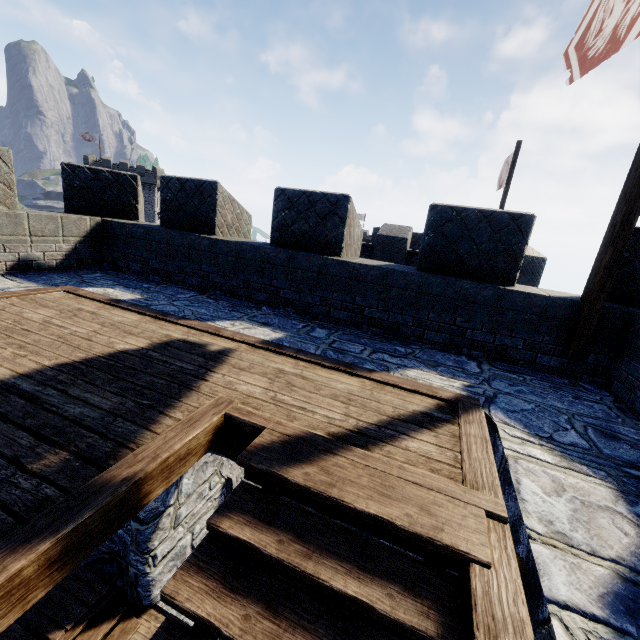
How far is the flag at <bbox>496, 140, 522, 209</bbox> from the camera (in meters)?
12.80

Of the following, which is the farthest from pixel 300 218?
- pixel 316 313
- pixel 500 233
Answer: pixel 500 233

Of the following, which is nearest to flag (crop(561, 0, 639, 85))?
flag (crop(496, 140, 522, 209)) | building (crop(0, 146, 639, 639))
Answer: building (crop(0, 146, 639, 639))

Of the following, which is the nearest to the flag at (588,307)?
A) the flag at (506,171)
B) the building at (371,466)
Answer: the building at (371,466)

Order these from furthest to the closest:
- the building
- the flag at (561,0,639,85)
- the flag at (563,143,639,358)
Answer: the flag at (561,0,639,85), the flag at (563,143,639,358), the building

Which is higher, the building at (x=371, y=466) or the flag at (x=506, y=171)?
the flag at (x=506, y=171)
